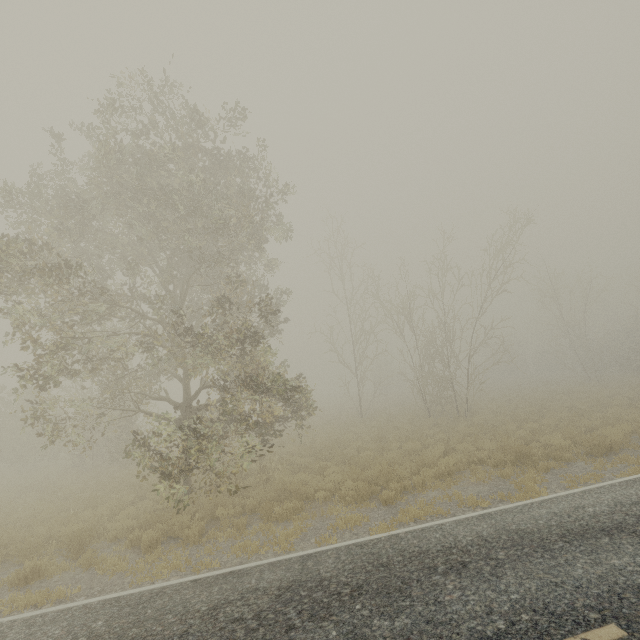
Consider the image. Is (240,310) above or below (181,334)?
above
